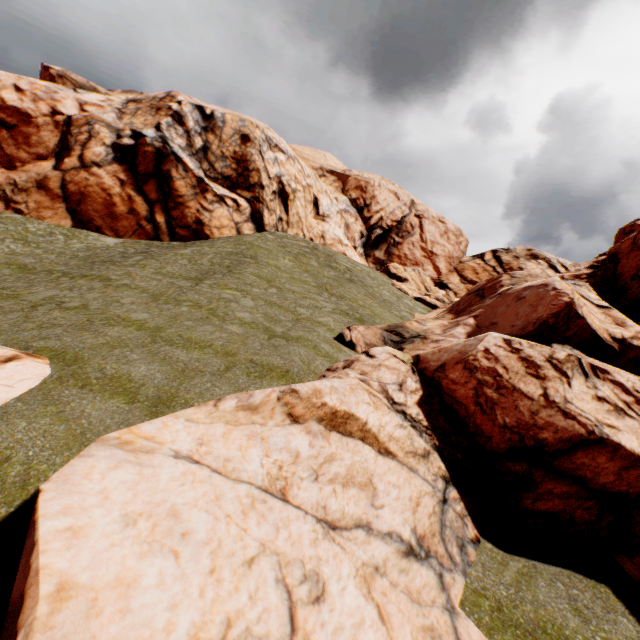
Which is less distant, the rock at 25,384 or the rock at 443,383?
the rock at 443,383

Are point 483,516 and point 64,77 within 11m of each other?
no

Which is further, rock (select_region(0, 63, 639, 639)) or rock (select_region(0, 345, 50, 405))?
rock (select_region(0, 345, 50, 405))
